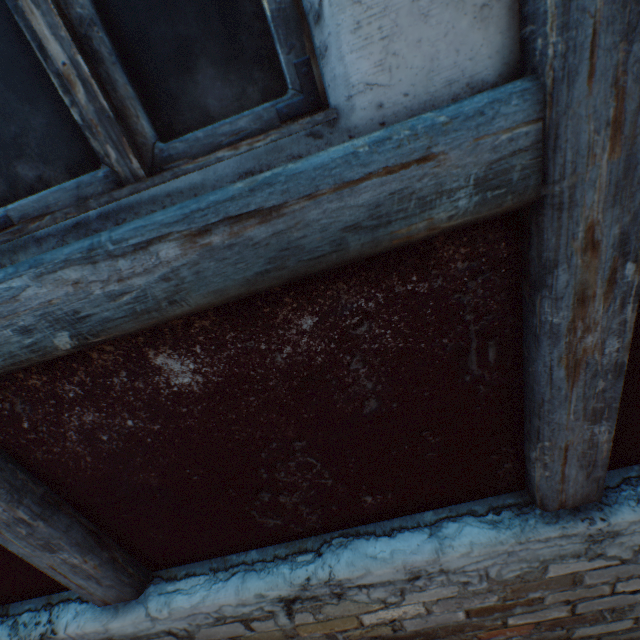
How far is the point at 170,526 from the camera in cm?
136

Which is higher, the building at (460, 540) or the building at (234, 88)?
the building at (234, 88)

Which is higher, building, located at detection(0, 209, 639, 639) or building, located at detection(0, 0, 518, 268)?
building, located at detection(0, 0, 518, 268)
